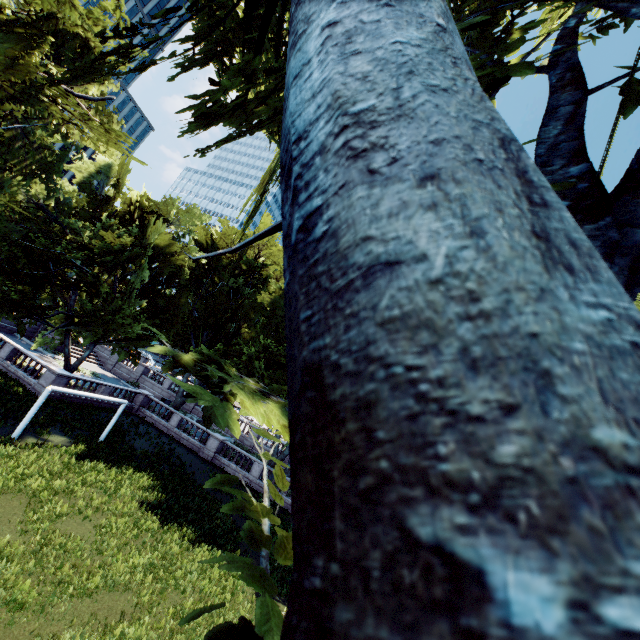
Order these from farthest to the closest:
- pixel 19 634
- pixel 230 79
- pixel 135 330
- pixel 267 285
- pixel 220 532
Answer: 1. pixel 267 285
2. pixel 220 532
3. pixel 19 634
4. pixel 230 79
5. pixel 135 330
